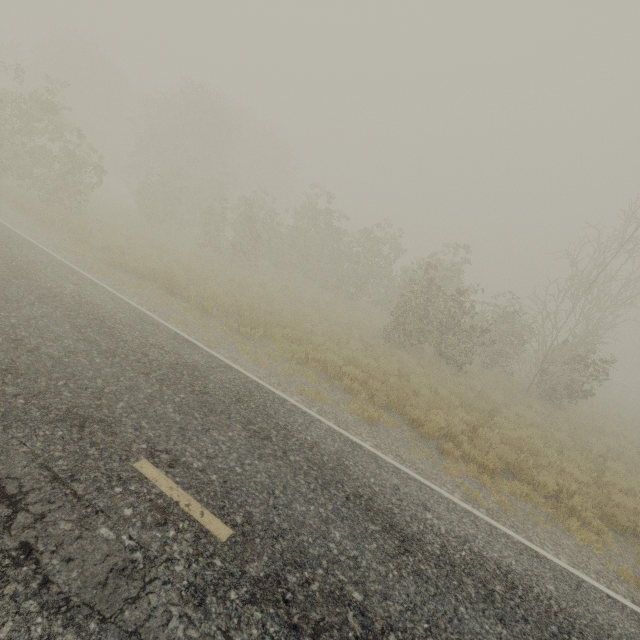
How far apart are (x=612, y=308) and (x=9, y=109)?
33.1 meters
